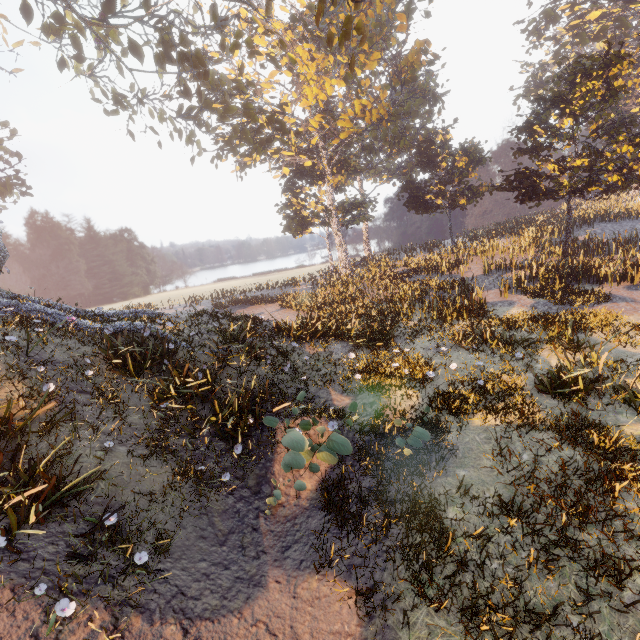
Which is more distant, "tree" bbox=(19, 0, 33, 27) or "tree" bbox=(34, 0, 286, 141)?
"tree" bbox=(19, 0, 33, 27)

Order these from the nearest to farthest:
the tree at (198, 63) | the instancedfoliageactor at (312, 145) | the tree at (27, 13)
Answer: the instancedfoliageactor at (312, 145)
the tree at (198, 63)
the tree at (27, 13)

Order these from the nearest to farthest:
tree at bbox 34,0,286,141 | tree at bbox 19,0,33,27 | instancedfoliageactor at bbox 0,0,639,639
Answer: instancedfoliageactor at bbox 0,0,639,639 → tree at bbox 34,0,286,141 → tree at bbox 19,0,33,27

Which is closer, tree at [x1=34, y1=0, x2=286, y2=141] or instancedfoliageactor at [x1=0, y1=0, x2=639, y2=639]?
instancedfoliageactor at [x1=0, y1=0, x2=639, y2=639]

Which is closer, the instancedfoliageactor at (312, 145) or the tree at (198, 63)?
the instancedfoliageactor at (312, 145)

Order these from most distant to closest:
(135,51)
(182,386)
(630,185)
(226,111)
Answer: (226,111) → (630,185) → (135,51) → (182,386)
